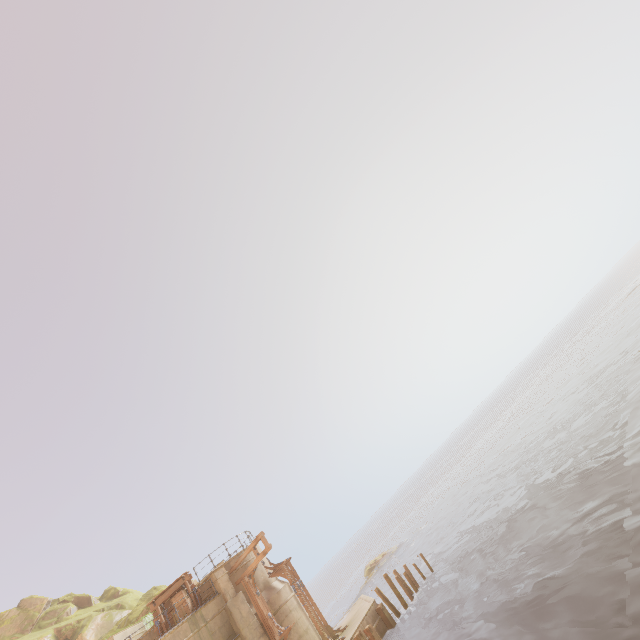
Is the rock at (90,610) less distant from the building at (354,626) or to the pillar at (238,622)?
the building at (354,626)

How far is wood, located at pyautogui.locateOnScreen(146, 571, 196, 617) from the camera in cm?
1742

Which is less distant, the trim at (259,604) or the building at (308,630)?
the trim at (259,604)

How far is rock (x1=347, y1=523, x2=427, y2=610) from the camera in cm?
3756

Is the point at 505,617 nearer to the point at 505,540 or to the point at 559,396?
the point at 505,540

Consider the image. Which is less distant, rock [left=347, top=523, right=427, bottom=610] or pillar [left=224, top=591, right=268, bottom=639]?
pillar [left=224, top=591, right=268, bottom=639]

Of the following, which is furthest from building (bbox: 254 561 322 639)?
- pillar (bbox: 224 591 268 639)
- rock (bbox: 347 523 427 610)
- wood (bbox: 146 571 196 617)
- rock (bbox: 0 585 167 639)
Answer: rock (bbox: 347 523 427 610)

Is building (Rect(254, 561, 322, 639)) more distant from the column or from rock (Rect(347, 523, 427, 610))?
rock (Rect(347, 523, 427, 610))
